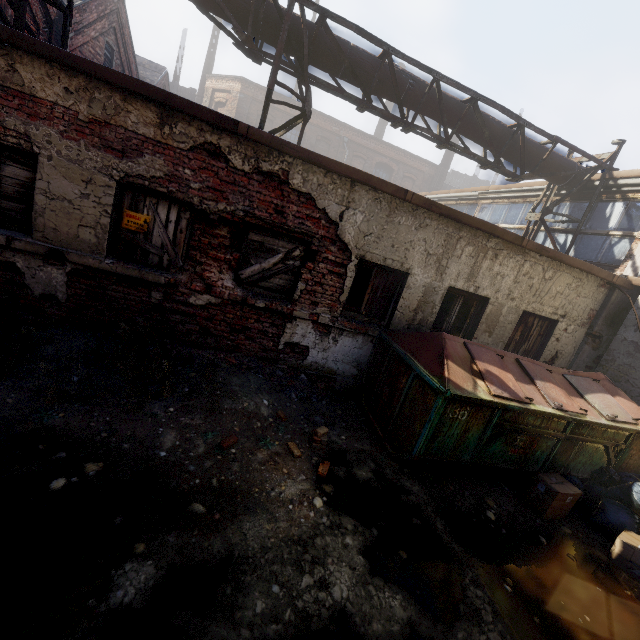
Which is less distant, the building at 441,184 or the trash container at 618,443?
the trash container at 618,443

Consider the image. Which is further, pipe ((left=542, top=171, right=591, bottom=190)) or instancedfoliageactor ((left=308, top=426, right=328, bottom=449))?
pipe ((left=542, top=171, right=591, bottom=190))

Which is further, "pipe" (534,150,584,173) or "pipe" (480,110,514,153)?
"pipe" (534,150,584,173)

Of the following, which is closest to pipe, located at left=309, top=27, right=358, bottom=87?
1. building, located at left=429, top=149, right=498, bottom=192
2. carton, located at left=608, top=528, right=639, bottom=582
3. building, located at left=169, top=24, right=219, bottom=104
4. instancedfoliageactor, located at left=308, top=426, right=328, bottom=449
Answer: instancedfoliageactor, located at left=308, top=426, right=328, bottom=449

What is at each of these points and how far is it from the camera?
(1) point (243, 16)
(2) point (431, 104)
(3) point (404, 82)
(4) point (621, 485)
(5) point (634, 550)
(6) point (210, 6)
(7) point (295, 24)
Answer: (1) pipe, 5.9 meters
(2) pipe, 7.1 meters
(3) pipe, 6.8 meters
(4) trash bag, 4.8 meters
(5) carton, 4.0 meters
(6) pipe, 5.9 meters
(7) pipe, 6.0 meters

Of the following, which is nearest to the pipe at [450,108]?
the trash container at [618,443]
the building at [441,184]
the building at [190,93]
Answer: the trash container at [618,443]

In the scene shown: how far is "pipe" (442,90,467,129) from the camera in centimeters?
709cm

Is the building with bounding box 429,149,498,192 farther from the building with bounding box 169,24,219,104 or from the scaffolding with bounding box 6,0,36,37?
the scaffolding with bounding box 6,0,36,37
